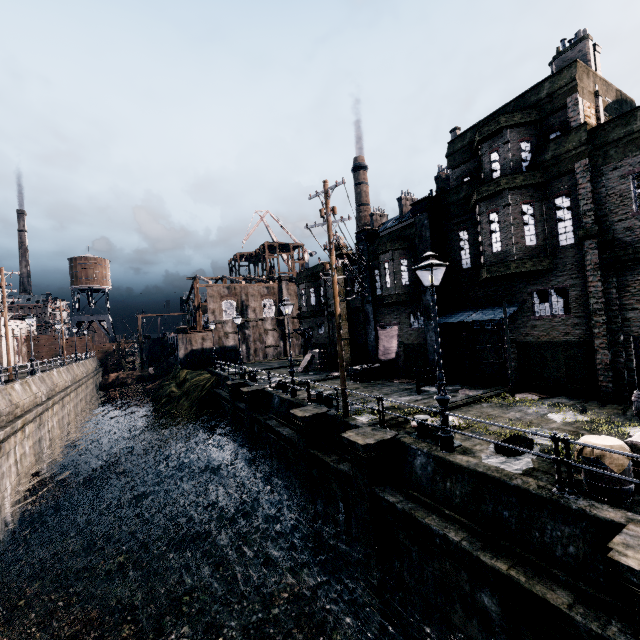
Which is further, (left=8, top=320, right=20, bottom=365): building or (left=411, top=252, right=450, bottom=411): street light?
(left=8, top=320, right=20, bottom=365): building

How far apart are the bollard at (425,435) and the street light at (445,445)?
0.5m

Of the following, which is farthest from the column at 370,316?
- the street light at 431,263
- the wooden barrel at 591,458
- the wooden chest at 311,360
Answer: the wooden barrel at 591,458

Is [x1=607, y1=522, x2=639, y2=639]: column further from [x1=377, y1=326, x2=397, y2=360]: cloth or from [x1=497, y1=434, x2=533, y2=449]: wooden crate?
[x1=377, y1=326, x2=397, y2=360]: cloth

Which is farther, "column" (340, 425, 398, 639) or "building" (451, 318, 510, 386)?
"building" (451, 318, 510, 386)

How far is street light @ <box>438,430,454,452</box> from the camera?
9.33m

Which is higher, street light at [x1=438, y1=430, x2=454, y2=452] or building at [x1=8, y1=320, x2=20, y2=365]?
building at [x1=8, y1=320, x2=20, y2=365]

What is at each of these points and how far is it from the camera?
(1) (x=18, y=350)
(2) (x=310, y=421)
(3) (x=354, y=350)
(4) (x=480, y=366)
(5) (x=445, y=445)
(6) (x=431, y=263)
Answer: (1) building, 59.7 meters
(2) column, 14.6 meters
(3) building, 27.8 meters
(4) building, 18.9 meters
(5) street light, 9.4 meters
(6) street light, 9.1 meters
